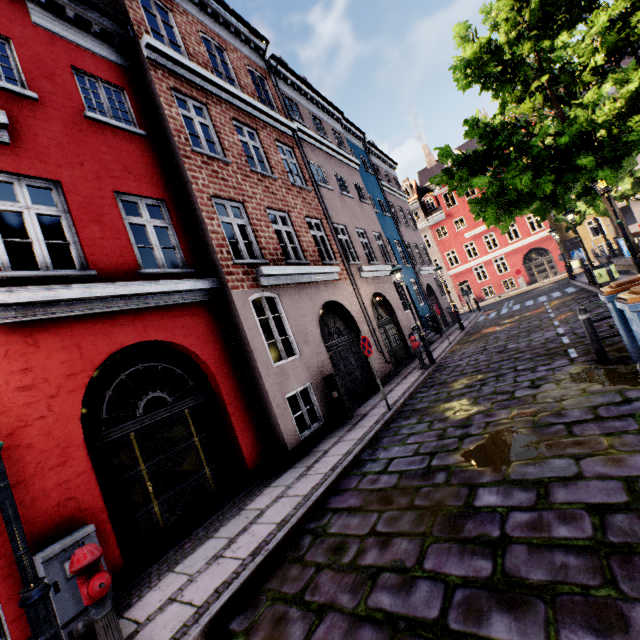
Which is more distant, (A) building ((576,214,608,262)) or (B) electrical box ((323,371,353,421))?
(A) building ((576,214,608,262))

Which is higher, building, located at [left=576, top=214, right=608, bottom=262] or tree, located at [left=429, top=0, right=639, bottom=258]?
tree, located at [left=429, top=0, right=639, bottom=258]

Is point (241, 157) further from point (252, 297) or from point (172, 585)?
point (172, 585)

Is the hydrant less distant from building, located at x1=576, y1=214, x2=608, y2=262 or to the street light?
the street light

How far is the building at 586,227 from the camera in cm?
2911

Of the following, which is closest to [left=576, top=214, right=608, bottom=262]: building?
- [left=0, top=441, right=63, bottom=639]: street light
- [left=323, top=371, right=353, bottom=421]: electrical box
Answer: [left=323, top=371, right=353, bottom=421]: electrical box

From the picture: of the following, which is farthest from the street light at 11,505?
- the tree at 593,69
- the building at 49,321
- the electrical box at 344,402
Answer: the electrical box at 344,402

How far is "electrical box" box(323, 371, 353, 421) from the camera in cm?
852
